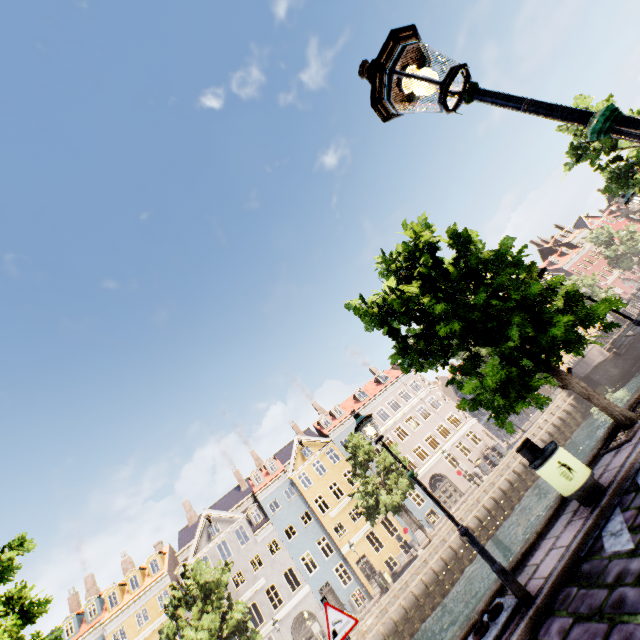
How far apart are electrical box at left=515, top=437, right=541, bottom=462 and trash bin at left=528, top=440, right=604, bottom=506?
0.6 meters

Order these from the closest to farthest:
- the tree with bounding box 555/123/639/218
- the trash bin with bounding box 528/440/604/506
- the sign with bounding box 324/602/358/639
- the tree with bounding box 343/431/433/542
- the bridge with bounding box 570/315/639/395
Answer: the sign with bounding box 324/602/358/639 < the trash bin with bounding box 528/440/604/506 < the tree with bounding box 555/123/639/218 < the tree with bounding box 343/431/433/542 < the bridge with bounding box 570/315/639/395

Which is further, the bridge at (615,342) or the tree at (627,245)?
the tree at (627,245)

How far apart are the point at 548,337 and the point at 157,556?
40.05m

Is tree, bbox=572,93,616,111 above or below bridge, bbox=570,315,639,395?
above

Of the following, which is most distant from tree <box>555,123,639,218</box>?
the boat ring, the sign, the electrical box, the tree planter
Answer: the sign

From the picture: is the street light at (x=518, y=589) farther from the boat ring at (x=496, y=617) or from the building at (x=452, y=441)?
the building at (x=452, y=441)
